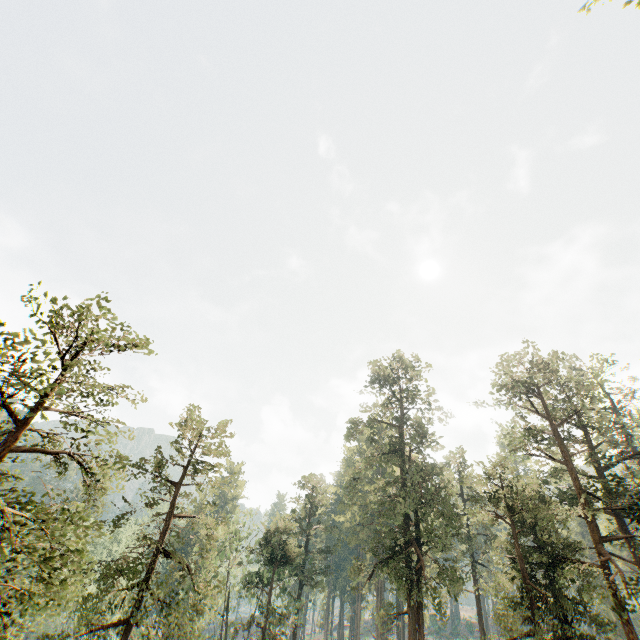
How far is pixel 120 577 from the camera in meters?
39.9 m
